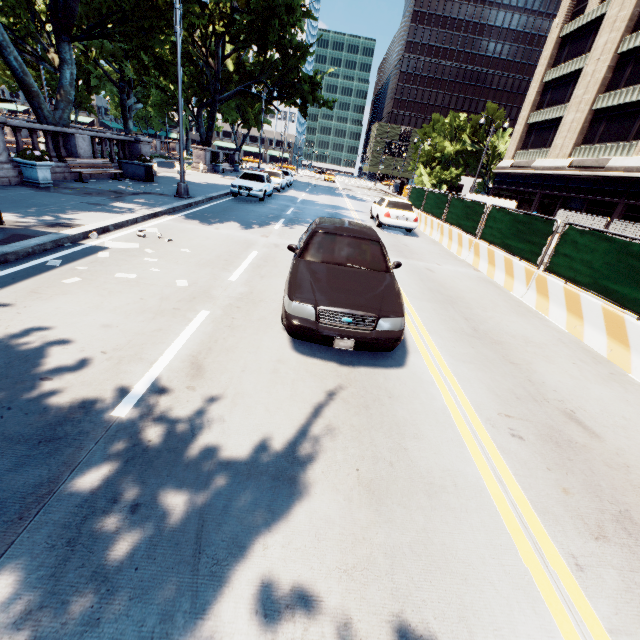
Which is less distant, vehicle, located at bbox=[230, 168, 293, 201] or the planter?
the planter

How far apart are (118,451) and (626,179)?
32.94m

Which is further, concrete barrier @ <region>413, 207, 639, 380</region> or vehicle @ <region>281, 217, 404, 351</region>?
concrete barrier @ <region>413, 207, 639, 380</region>

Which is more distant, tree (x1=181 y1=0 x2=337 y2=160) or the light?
tree (x1=181 y1=0 x2=337 y2=160)

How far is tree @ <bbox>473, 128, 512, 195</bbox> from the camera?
53.3 meters

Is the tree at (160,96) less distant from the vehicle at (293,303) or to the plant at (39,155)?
the plant at (39,155)

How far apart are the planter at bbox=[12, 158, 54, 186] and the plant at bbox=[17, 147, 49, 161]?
0.0m

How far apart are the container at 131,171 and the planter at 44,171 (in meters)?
5.55
